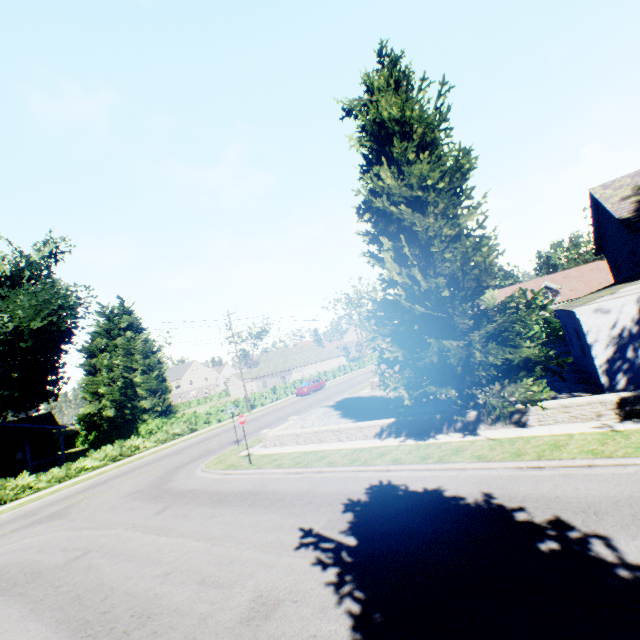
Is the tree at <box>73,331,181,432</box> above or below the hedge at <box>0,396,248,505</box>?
above

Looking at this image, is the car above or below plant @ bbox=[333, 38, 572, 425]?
below

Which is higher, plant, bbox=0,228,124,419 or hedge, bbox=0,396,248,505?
plant, bbox=0,228,124,419

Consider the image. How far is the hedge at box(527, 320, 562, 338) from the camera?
34.81m

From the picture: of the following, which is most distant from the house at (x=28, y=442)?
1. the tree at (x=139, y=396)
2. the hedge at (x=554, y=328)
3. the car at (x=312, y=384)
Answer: the car at (x=312, y=384)

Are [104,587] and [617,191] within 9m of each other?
no

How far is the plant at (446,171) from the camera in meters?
10.9 m
